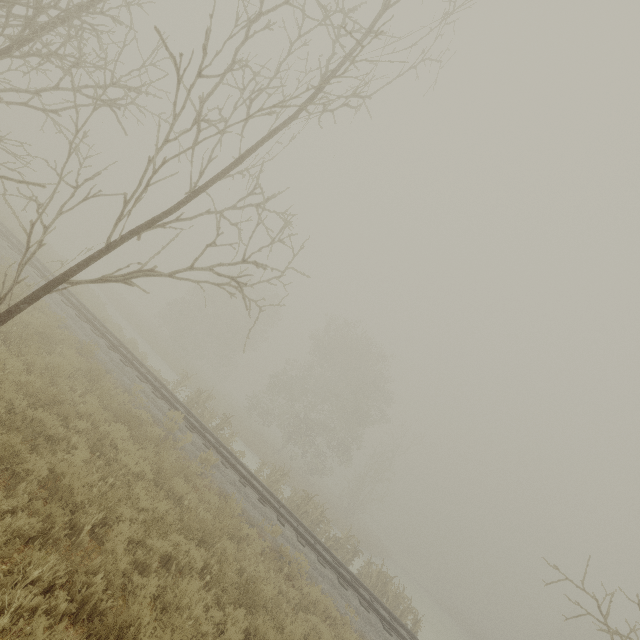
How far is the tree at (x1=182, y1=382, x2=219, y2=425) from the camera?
17.0 meters

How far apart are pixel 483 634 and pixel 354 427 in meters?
48.3 m

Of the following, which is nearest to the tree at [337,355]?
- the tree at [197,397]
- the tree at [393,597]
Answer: the tree at [197,397]

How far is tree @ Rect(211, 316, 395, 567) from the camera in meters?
17.2

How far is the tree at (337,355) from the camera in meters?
17.2 m

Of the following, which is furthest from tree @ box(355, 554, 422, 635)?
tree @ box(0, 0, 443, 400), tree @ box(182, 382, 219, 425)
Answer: tree @ box(0, 0, 443, 400)

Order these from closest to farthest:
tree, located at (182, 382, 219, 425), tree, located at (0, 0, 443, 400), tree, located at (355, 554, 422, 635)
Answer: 1. tree, located at (0, 0, 443, 400)
2. tree, located at (355, 554, 422, 635)
3. tree, located at (182, 382, 219, 425)

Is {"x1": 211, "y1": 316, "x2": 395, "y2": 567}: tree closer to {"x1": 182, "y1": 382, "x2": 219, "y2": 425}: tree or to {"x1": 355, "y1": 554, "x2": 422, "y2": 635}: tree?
{"x1": 182, "y1": 382, "x2": 219, "y2": 425}: tree
